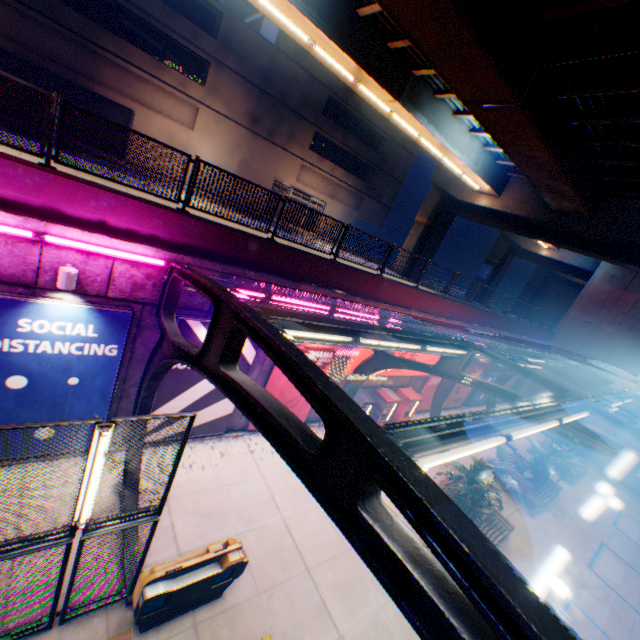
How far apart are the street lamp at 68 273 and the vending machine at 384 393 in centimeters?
1227cm

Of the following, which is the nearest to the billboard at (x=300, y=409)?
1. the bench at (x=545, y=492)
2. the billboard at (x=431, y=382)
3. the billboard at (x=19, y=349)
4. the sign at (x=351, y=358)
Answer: the sign at (x=351, y=358)

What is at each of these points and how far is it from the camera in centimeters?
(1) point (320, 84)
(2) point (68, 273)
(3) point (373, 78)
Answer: (1) building, 2717cm
(2) street lamp, 635cm
(3) overpass support, 1295cm

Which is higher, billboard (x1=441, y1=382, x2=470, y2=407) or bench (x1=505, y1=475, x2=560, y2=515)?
billboard (x1=441, y1=382, x2=470, y2=407)

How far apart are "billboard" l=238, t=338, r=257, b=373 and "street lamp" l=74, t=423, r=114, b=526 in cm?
423

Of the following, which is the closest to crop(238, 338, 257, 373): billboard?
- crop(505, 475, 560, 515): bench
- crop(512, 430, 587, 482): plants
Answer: crop(505, 475, 560, 515): bench

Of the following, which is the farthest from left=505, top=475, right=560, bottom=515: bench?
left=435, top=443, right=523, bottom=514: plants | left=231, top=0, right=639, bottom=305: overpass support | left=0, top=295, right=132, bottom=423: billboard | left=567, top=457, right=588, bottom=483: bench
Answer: left=0, top=295, right=132, bottom=423: billboard

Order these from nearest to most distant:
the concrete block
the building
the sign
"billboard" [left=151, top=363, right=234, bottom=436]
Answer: the concrete block → "billboard" [left=151, top=363, right=234, bottom=436] → the sign → the building
